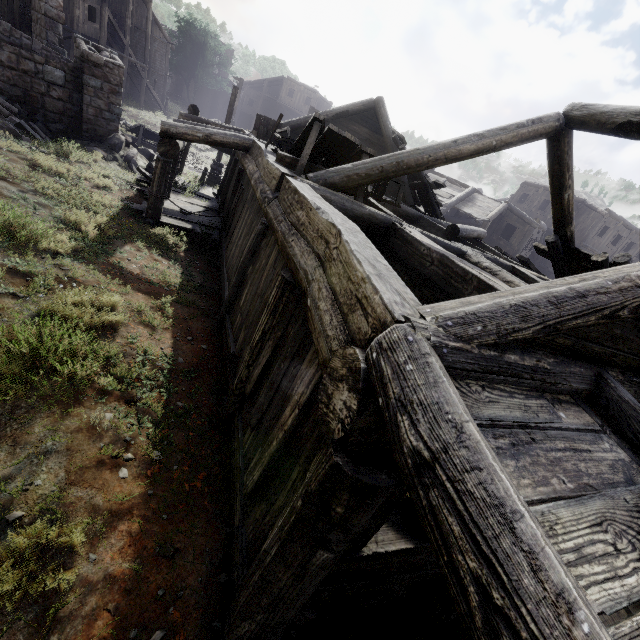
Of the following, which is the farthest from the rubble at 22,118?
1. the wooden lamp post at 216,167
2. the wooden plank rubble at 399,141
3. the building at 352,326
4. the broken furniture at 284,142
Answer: the wooden plank rubble at 399,141

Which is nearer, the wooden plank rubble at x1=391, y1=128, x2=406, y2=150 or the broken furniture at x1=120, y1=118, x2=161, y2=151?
the wooden plank rubble at x1=391, y1=128, x2=406, y2=150

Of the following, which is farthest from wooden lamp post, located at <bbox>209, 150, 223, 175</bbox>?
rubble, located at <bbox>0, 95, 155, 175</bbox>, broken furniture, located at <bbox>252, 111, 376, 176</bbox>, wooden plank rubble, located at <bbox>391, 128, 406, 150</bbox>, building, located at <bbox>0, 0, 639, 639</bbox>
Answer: broken furniture, located at <bbox>252, 111, 376, 176</bbox>

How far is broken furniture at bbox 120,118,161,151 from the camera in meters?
18.4 m

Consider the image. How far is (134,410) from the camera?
4.3m

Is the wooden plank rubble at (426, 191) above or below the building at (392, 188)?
above

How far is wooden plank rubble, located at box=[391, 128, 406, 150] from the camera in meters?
12.6
